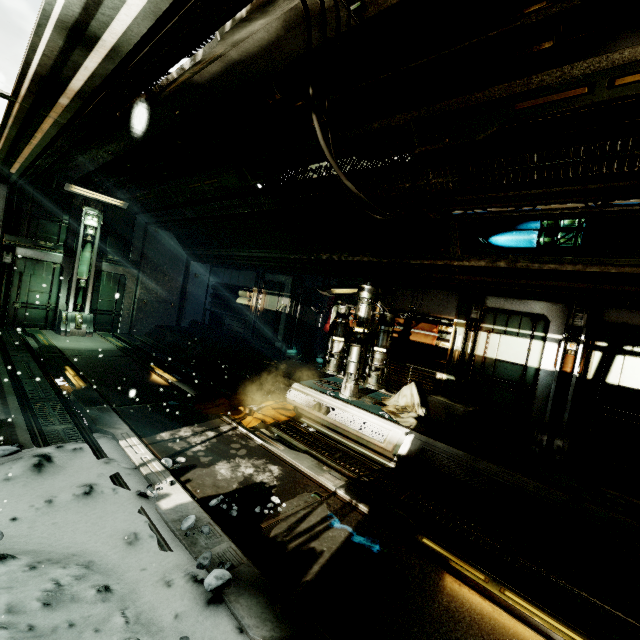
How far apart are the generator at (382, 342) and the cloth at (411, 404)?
0.36m

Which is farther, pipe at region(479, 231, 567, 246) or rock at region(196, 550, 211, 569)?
pipe at region(479, 231, 567, 246)

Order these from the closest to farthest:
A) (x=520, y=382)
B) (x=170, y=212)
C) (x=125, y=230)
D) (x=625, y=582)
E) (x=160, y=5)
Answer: (x=160, y=5) → (x=625, y=582) → (x=520, y=382) → (x=170, y=212) → (x=125, y=230)

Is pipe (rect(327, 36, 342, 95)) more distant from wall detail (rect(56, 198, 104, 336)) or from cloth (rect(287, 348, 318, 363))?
cloth (rect(287, 348, 318, 363))

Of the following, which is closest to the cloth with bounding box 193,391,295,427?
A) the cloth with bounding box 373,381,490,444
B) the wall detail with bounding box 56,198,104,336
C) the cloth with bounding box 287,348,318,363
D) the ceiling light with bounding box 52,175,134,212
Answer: the cloth with bounding box 373,381,490,444

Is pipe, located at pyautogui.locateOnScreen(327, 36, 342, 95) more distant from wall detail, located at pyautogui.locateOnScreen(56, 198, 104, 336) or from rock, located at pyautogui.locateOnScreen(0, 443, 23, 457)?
rock, located at pyautogui.locateOnScreen(0, 443, 23, 457)

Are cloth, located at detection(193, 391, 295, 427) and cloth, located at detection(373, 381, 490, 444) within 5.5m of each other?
yes

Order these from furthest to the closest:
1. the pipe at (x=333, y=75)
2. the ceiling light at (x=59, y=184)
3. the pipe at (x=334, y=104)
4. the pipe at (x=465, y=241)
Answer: the ceiling light at (x=59, y=184) → the pipe at (x=465, y=241) → the pipe at (x=334, y=104) → the pipe at (x=333, y=75)
